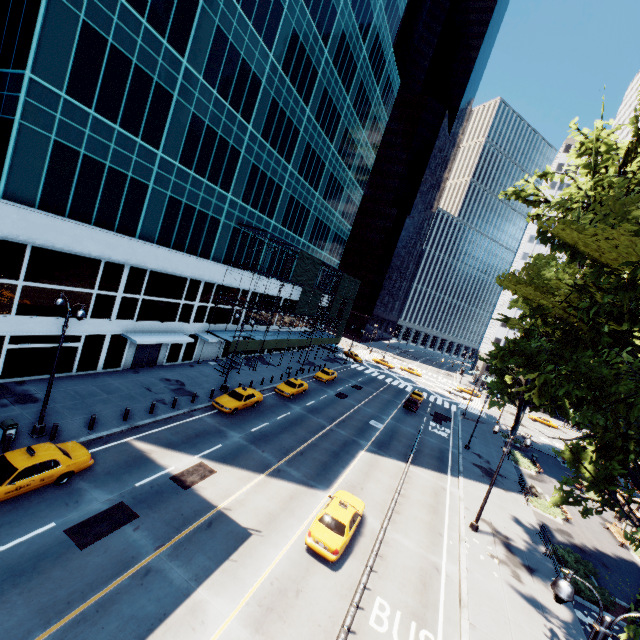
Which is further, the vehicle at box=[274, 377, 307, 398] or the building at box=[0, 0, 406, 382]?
the vehicle at box=[274, 377, 307, 398]

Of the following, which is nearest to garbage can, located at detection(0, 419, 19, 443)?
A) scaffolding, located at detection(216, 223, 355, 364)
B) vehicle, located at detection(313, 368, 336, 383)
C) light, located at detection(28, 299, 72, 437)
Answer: light, located at detection(28, 299, 72, 437)

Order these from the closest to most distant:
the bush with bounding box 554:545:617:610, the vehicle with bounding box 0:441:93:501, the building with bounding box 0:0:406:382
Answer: the vehicle with bounding box 0:441:93:501 → the building with bounding box 0:0:406:382 → the bush with bounding box 554:545:617:610

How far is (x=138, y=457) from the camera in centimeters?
1788cm

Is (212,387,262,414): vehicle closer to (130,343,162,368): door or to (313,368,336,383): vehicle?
(130,343,162,368): door

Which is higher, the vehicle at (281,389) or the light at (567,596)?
the light at (567,596)

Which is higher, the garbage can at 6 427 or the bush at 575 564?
the garbage can at 6 427

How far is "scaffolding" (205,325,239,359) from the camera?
33.1 meters
